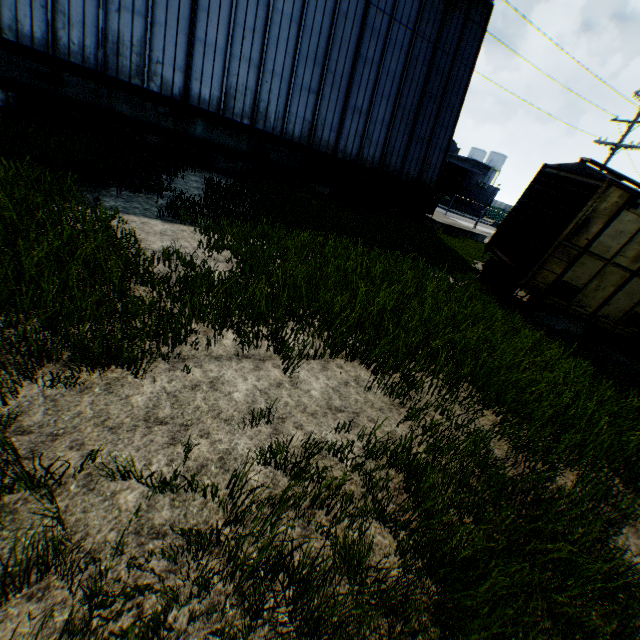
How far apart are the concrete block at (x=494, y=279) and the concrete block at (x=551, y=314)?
1.32m

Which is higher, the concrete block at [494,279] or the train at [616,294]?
the train at [616,294]

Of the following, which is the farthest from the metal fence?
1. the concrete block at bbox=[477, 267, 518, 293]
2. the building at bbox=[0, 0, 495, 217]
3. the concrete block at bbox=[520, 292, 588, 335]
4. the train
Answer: the concrete block at bbox=[520, 292, 588, 335]

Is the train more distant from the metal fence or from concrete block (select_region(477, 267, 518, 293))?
the metal fence

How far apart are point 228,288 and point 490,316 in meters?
6.2 m

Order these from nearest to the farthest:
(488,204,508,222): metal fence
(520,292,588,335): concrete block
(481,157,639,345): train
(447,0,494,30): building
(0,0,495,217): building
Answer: (481,157,639,345): train < (520,292,588,335): concrete block < (0,0,495,217): building < (447,0,494,30): building < (488,204,508,222): metal fence

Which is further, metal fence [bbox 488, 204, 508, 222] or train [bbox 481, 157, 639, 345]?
metal fence [bbox 488, 204, 508, 222]
